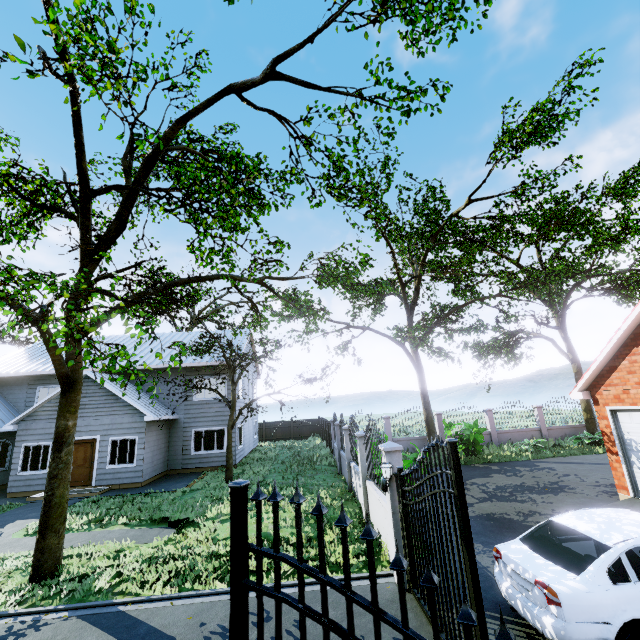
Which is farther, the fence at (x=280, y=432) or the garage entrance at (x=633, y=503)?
the fence at (x=280, y=432)

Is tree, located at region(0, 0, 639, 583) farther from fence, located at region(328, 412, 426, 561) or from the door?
the door

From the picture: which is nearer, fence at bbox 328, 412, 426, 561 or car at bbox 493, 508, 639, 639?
car at bbox 493, 508, 639, 639

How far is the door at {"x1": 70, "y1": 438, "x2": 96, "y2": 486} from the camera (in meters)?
15.17

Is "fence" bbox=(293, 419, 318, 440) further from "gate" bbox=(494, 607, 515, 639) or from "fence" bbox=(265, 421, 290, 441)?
"fence" bbox=(265, 421, 290, 441)

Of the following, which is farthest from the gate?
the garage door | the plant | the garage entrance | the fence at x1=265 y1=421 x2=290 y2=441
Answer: the fence at x1=265 y1=421 x2=290 y2=441

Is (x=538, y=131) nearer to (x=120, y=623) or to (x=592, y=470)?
(x=592, y=470)

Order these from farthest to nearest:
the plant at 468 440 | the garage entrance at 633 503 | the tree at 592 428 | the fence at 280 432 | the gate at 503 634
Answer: the fence at 280 432, the tree at 592 428, the plant at 468 440, the garage entrance at 633 503, the gate at 503 634
